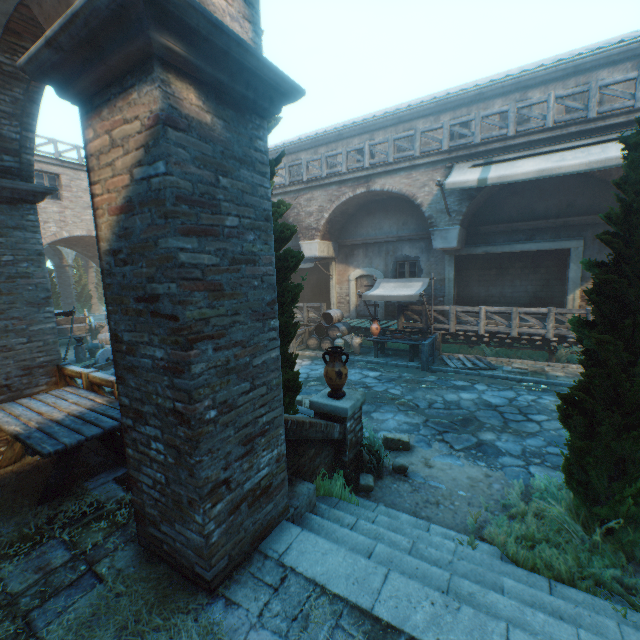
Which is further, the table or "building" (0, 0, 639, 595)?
the table

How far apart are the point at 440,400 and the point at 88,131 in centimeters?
843cm

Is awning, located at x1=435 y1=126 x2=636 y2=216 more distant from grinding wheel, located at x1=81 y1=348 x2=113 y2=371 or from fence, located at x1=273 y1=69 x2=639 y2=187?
grinding wheel, located at x1=81 y1=348 x2=113 y2=371

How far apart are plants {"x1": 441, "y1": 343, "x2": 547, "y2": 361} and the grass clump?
7.5 meters

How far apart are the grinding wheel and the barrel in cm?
675

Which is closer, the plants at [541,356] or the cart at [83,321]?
the plants at [541,356]

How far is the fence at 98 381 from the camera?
4.81m

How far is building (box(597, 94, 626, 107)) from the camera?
10.4m
